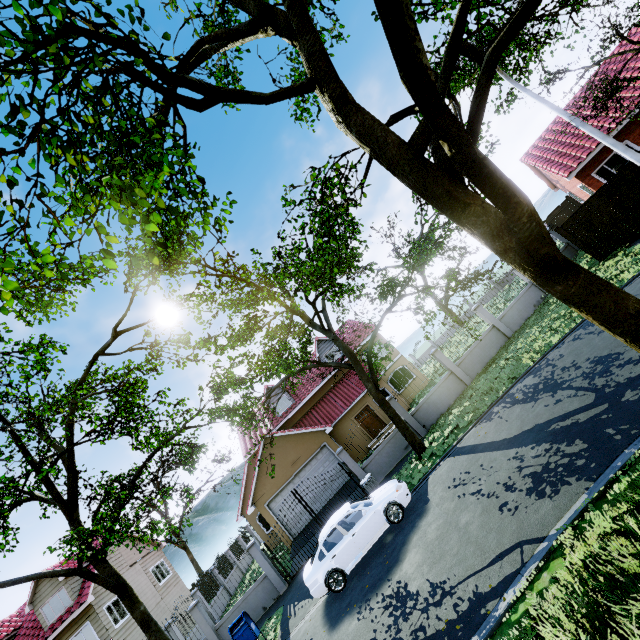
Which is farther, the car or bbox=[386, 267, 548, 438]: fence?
bbox=[386, 267, 548, 438]: fence

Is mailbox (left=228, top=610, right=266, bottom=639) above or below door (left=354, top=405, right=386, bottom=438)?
below

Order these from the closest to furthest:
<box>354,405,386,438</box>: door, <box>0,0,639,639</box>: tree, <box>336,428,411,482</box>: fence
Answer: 1. <box>0,0,639,639</box>: tree
2. <box>336,428,411,482</box>: fence
3. <box>354,405,386,438</box>: door

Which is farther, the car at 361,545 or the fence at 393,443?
the fence at 393,443

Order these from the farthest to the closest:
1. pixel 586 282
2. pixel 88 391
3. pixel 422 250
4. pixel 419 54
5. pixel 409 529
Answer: pixel 422 250 → pixel 88 391 → pixel 409 529 → pixel 586 282 → pixel 419 54

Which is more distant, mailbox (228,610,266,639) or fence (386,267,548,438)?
fence (386,267,548,438)

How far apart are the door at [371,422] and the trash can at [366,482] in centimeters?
999cm

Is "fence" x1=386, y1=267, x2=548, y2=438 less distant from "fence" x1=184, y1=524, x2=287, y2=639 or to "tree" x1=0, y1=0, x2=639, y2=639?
"tree" x1=0, y1=0, x2=639, y2=639
